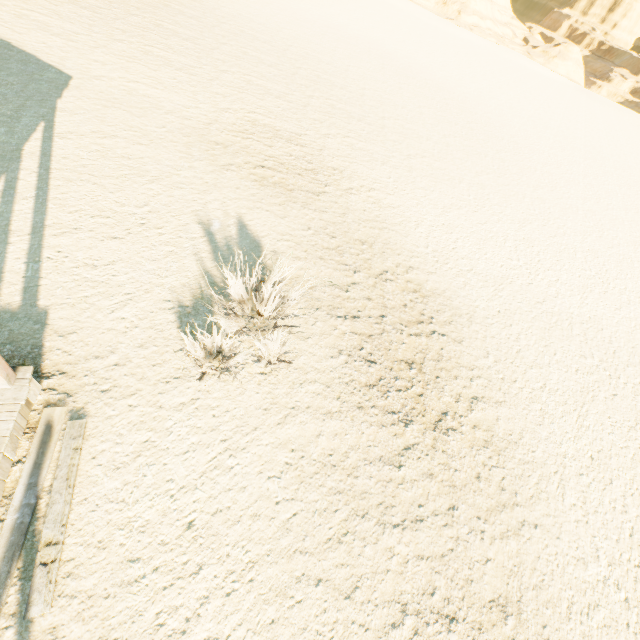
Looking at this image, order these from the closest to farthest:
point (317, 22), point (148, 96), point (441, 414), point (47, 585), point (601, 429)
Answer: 1. point (47, 585)
2. point (441, 414)
3. point (601, 429)
4. point (148, 96)
5. point (317, 22)
